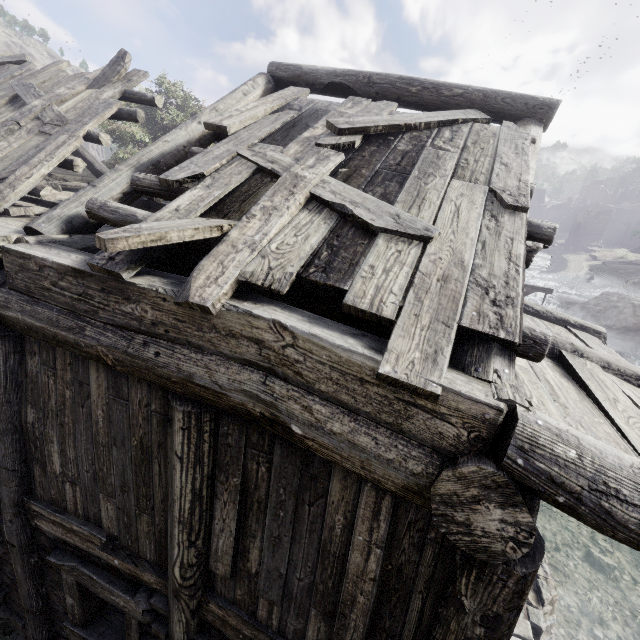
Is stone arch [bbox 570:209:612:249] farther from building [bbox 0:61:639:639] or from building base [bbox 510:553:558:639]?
building base [bbox 510:553:558:639]

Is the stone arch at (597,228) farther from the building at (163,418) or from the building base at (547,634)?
the building base at (547,634)

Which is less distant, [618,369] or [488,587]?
[488,587]

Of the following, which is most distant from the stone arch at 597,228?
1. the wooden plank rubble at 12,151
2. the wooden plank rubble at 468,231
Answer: the wooden plank rubble at 468,231

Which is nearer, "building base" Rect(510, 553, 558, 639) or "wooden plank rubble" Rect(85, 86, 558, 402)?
"wooden plank rubble" Rect(85, 86, 558, 402)

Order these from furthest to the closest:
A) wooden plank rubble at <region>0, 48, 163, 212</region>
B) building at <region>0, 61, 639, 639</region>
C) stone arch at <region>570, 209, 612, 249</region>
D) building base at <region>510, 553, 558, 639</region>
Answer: stone arch at <region>570, 209, 612, 249</region> → building base at <region>510, 553, 558, 639</region> → wooden plank rubble at <region>0, 48, 163, 212</region> → building at <region>0, 61, 639, 639</region>

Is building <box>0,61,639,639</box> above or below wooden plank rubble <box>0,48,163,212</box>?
below

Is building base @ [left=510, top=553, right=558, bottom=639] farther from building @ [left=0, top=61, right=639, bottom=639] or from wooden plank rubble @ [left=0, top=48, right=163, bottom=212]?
wooden plank rubble @ [left=0, top=48, right=163, bottom=212]
